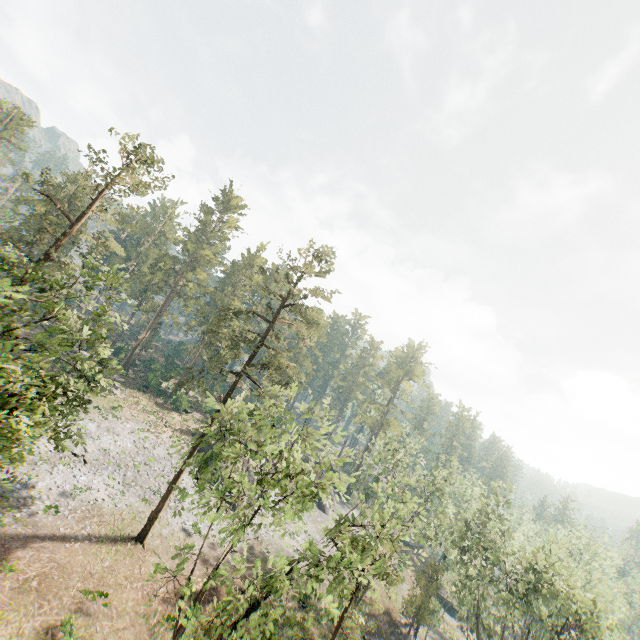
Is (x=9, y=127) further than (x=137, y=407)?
Yes

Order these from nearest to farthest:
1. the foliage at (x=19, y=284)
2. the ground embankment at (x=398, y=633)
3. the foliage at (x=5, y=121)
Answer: the foliage at (x=19, y=284), the ground embankment at (x=398, y=633), the foliage at (x=5, y=121)

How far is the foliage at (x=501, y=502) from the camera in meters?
31.0

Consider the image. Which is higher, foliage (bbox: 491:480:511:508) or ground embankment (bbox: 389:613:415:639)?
foliage (bbox: 491:480:511:508)

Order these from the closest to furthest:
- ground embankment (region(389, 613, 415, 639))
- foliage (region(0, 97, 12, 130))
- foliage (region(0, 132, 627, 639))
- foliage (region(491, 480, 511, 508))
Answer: foliage (region(0, 132, 627, 639)), foliage (region(491, 480, 511, 508)), ground embankment (region(389, 613, 415, 639)), foliage (region(0, 97, 12, 130))

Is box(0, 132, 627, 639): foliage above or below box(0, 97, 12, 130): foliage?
below

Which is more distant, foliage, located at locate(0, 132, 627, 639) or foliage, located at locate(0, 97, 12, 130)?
foliage, located at locate(0, 97, 12, 130)
